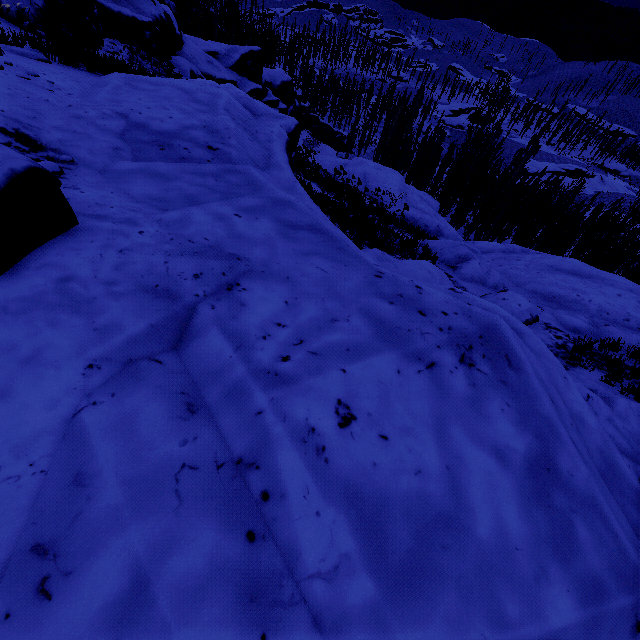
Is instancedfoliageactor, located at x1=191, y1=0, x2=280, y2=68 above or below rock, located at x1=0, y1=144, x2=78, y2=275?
below

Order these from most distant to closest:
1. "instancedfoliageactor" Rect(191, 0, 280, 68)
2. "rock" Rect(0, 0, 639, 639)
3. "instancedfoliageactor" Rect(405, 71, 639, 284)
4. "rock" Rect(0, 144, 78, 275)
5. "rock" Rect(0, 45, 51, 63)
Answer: "instancedfoliageactor" Rect(191, 0, 280, 68)
"instancedfoliageactor" Rect(405, 71, 639, 284)
"rock" Rect(0, 45, 51, 63)
"rock" Rect(0, 144, 78, 275)
"rock" Rect(0, 0, 639, 639)

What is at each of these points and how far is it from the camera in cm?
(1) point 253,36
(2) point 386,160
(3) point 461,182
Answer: (1) instancedfoliageactor, 4284
(2) instancedfoliageactor, 5428
(3) instancedfoliageactor, 4509

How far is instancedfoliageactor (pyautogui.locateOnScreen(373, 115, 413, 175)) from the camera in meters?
42.3

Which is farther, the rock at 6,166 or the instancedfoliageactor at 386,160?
the instancedfoliageactor at 386,160

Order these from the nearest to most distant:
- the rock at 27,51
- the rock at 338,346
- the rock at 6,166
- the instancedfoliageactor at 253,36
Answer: the rock at 338,346, the rock at 6,166, the rock at 27,51, the instancedfoliageactor at 253,36

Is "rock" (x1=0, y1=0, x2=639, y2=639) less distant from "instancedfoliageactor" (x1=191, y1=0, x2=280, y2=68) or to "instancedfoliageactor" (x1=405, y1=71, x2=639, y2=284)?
"instancedfoliageactor" (x1=405, y1=71, x2=639, y2=284)

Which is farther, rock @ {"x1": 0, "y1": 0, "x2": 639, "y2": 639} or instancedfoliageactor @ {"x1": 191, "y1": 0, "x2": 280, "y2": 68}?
instancedfoliageactor @ {"x1": 191, "y1": 0, "x2": 280, "y2": 68}
